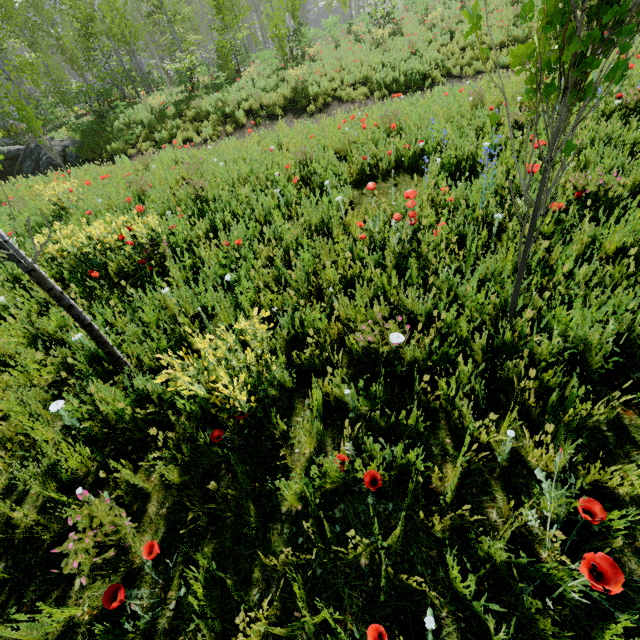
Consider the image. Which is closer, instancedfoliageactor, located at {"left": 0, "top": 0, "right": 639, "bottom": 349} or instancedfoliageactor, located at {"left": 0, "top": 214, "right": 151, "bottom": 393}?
instancedfoliageactor, located at {"left": 0, "top": 0, "right": 639, "bottom": 349}

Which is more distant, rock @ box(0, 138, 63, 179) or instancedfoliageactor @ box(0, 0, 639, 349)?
rock @ box(0, 138, 63, 179)

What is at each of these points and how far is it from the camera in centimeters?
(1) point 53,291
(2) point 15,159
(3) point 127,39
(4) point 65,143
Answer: (1) instancedfoliageactor, 212cm
(2) rock, 1443cm
(3) instancedfoliageactor, 1695cm
(4) rock, 1387cm

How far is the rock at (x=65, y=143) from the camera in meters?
13.5

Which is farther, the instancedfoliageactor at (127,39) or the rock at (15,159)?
the rock at (15,159)

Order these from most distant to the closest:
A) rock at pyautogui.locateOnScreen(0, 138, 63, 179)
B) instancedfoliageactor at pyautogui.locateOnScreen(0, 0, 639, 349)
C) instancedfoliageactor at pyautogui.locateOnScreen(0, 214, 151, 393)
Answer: rock at pyautogui.locateOnScreen(0, 138, 63, 179) → instancedfoliageactor at pyautogui.locateOnScreen(0, 214, 151, 393) → instancedfoliageactor at pyautogui.locateOnScreen(0, 0, 639, 349)

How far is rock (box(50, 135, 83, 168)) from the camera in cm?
1348
